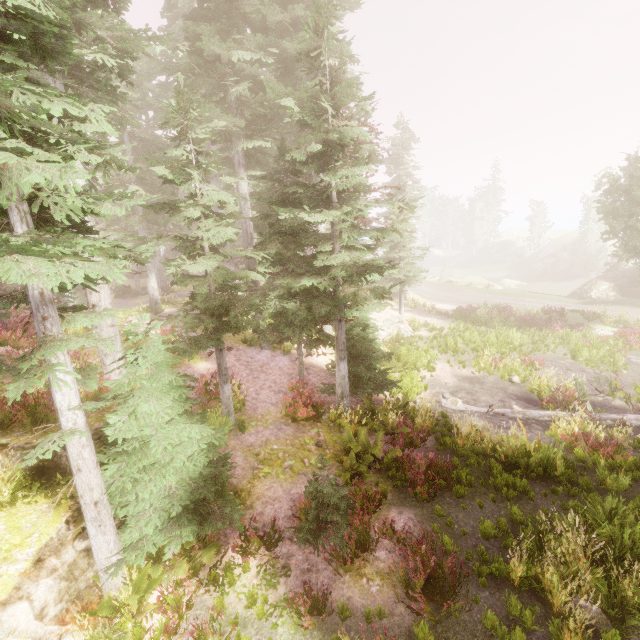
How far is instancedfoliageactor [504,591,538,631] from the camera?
5.20m

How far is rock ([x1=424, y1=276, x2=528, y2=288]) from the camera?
42.1m

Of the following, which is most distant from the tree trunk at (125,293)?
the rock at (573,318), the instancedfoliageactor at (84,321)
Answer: the rock at (573,318)

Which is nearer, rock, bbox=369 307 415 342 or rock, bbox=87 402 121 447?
rock, bbox=87 402 121 447

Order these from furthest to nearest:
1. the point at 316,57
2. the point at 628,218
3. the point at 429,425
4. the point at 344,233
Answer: the point at 628,218 < the point at 429,425 < the point at 344,233 < the point at 316,57

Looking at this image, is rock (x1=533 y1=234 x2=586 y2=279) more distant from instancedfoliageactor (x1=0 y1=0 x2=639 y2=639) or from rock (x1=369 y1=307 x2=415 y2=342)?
rock (x1=369 y1=307 x2=415 y2=342)

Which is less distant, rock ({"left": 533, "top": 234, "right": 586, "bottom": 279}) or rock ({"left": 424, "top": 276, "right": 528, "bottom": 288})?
rock ({"left": 424, "top": 276, "right": 528, "bottom": 288})

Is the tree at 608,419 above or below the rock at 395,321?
below
